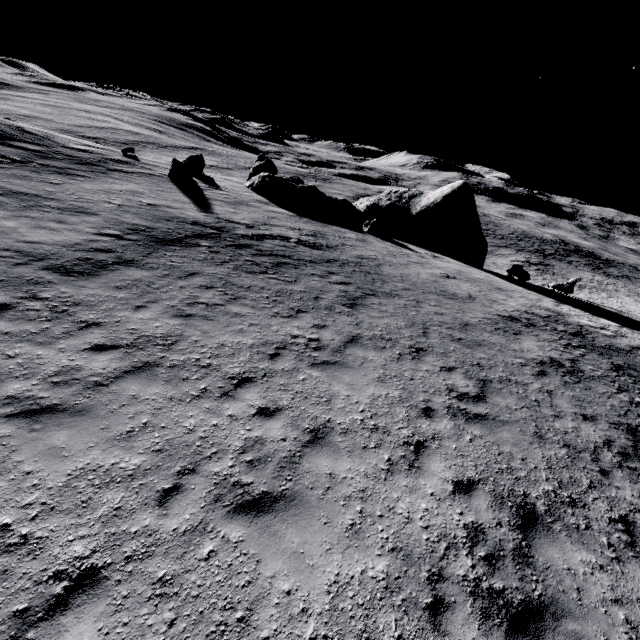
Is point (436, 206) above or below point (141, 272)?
above

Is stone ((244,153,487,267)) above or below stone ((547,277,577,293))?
above

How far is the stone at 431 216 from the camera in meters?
26.8

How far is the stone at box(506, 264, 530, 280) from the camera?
26.6m

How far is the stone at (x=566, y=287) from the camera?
26.9m

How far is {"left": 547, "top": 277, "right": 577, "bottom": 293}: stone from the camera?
26.9 meters

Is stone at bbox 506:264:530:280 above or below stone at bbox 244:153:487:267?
below
